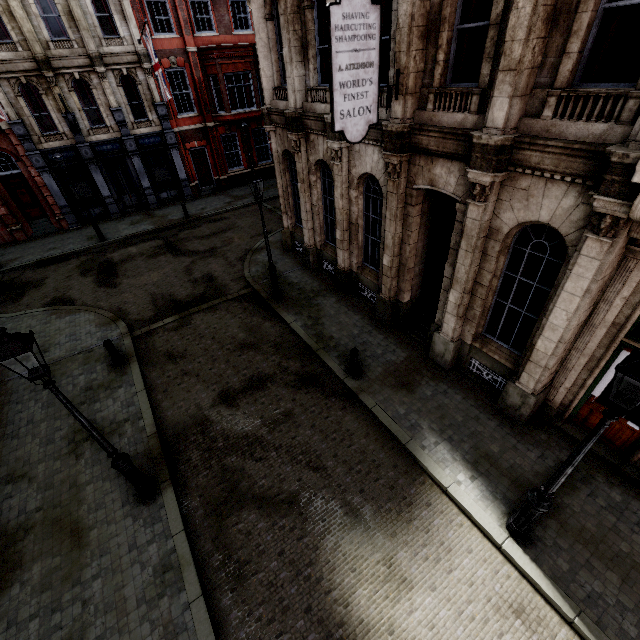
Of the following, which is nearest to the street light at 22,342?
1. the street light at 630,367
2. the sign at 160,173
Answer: the street light at 630,367

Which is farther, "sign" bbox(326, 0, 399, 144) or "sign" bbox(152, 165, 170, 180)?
"sign" bbox(152, 165, 170, 180)

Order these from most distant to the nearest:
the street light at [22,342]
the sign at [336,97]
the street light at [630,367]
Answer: the sign at [336,97] < the street light at [22,342] < the street light at [630,367]

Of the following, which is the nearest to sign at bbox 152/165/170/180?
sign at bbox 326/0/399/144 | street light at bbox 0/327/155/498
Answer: street light at bbox 0/327/155/498

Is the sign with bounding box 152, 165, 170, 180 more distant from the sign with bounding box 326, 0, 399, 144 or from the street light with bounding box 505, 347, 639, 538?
the street light with bounding box 505, 347, 639, 538

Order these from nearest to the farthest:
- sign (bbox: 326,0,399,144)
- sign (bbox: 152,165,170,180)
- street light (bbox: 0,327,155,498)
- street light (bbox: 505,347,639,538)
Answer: street light (bbox: 505,347,639,538) < street light (bbox: 0,327,155,498) < sign (bbox: 326,0,399,144) < sign (bbox: 152,165,170,180)

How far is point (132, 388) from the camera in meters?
9.7

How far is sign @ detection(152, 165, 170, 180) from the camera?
22.1m
